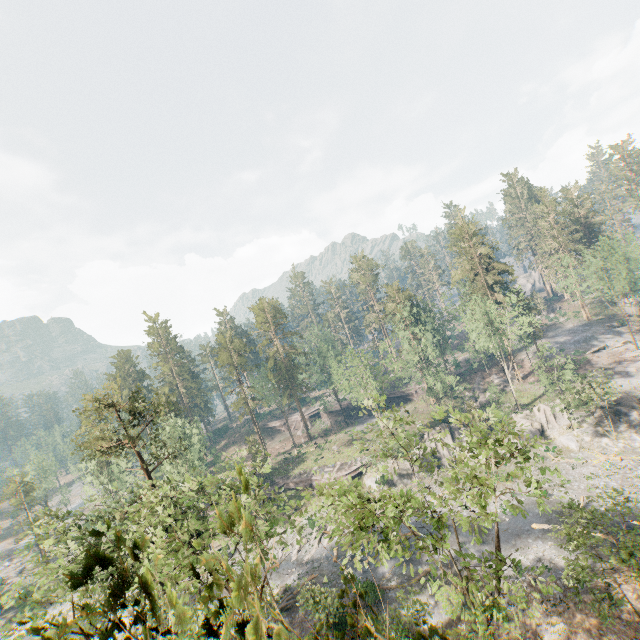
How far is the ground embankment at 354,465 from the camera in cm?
5053

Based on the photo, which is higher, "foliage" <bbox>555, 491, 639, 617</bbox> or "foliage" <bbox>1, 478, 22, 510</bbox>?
"foliage" <bbox>1, 478, 22, 510</bbox>

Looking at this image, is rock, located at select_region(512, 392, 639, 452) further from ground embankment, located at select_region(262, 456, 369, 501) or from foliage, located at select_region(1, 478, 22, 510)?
foliage, located at select_region(1, 478, 22, 510)

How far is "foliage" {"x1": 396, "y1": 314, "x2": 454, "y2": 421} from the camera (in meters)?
50.74

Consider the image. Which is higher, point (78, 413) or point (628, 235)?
point (78, 413)

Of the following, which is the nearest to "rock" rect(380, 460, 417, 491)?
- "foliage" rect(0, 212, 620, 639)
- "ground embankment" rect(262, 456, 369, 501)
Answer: "ground embankment" rect(262, 456, 369, 501)

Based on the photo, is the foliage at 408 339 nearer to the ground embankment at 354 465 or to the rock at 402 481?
the ground embankment at 354 465
